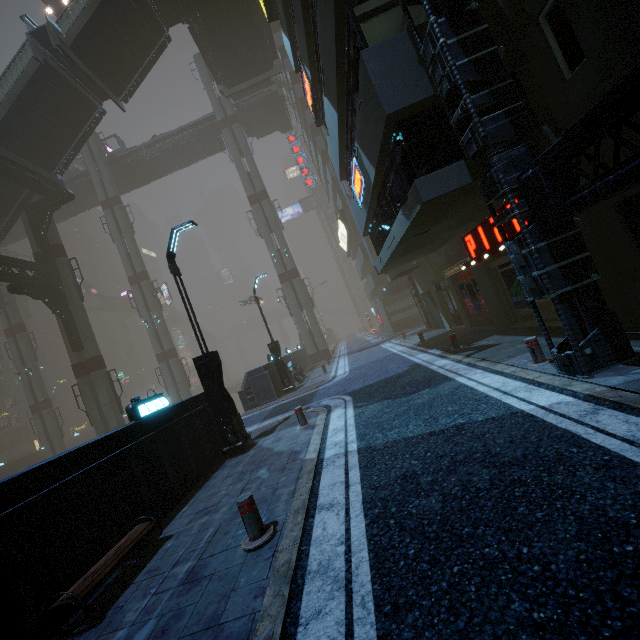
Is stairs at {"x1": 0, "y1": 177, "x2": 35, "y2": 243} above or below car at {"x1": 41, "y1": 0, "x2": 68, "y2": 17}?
below

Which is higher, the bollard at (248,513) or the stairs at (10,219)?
the stairs at (10,219)

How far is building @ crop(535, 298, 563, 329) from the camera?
9.0 meters

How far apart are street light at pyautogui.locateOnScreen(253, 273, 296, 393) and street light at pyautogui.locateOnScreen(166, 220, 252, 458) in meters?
8.2 m

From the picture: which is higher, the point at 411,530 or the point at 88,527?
the point at 88,527

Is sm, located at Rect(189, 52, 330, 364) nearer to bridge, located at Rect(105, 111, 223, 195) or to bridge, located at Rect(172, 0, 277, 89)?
bridge, located at Rect(105, 111, 223, 195)

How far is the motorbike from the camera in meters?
20.4

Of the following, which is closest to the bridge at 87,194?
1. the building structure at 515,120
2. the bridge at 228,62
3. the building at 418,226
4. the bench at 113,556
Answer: the building at 418,226
